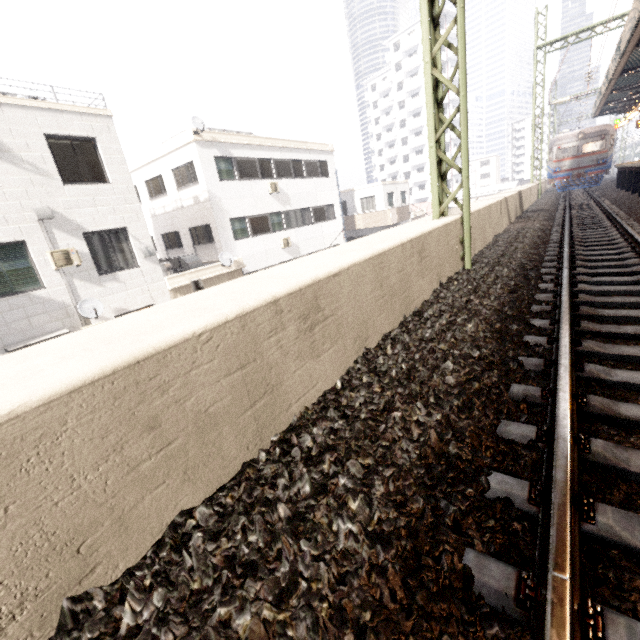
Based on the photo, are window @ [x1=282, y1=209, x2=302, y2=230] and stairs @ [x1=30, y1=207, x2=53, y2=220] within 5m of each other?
no

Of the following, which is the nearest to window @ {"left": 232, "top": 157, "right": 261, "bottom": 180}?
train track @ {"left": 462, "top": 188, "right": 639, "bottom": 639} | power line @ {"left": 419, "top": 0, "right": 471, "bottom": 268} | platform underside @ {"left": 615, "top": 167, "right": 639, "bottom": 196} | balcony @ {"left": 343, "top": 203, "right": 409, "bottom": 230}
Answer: balcony @ {"left": 343, "top": 203, "right": 409, "bottom": 230}

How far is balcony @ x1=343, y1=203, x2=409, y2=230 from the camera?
26.2m

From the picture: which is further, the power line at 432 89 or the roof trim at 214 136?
the roof trim at 214 136

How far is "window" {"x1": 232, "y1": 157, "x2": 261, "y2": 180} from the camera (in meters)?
17.06

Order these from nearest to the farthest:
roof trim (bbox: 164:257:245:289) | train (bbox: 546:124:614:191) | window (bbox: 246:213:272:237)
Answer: roof trim (bbox: 164:257:245:289) → window (bbox: 246:213:272:237) → train (bbox: 546:124:614:191)

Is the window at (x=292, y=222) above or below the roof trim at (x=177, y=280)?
above

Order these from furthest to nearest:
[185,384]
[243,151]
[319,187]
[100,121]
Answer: [319,187] → [243,151] → [100,121] → [185,384]
